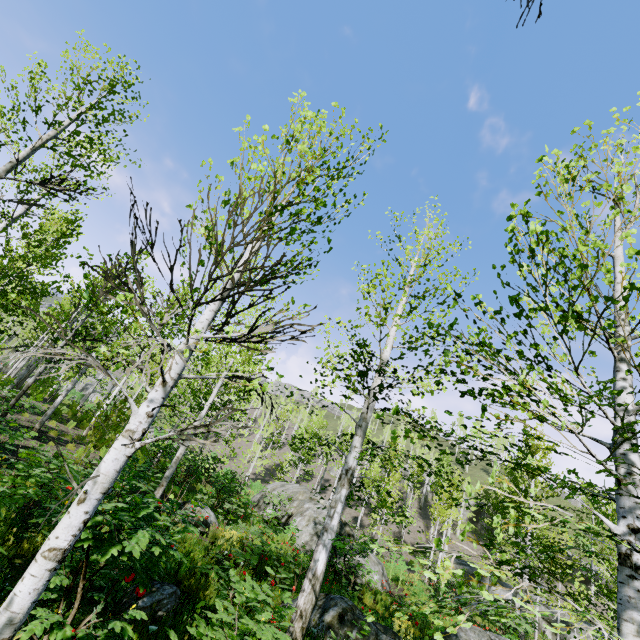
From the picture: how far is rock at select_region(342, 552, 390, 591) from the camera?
13.5m

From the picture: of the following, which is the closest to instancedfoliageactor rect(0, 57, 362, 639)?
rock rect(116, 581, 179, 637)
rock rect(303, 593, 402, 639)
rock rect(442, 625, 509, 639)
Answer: rock rect(303, 593, 402, 639)

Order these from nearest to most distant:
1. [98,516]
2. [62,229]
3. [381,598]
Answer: [98,516], [62,229], [381,598]

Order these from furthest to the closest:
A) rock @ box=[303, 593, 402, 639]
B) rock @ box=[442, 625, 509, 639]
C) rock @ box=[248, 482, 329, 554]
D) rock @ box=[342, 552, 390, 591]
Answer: rock @ box=[248, 482, 329, 554] → rock @ box=[342, 552, 390, 591] → rock @ box=[442, 625, 509, 639] → rock @ box=[303, 593, 402, 639]

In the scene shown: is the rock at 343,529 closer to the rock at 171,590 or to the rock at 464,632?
the rock at 464,632

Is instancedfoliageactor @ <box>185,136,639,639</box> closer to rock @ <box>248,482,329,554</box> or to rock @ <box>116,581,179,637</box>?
rock @ <box>116,581,179,637</box>

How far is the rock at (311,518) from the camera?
14.6m

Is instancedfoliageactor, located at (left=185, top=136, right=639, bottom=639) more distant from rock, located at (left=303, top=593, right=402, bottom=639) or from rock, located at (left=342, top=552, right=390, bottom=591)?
rock, located at (left=342, top=552, right=390, bottom=591)
